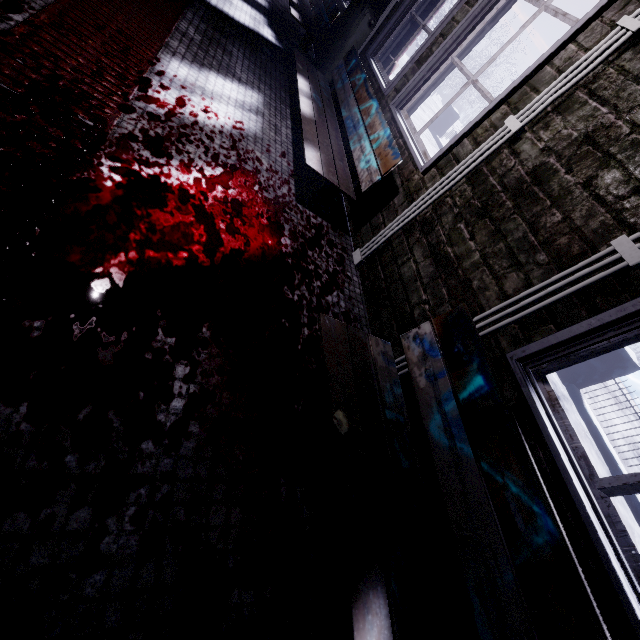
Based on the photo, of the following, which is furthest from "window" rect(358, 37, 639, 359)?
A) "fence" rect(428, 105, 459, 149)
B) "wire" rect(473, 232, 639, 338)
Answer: "fence" rect(428, 105, 459, 149)

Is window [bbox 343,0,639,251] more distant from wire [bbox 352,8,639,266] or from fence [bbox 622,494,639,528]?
fence [bbox 622,494,639,528]

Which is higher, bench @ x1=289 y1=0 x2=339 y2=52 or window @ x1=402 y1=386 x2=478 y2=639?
A: bench @ x1=289 y1=0 x2=339 y2=52

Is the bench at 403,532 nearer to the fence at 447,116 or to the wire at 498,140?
the wire at 498,140

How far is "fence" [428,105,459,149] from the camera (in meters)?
10.56

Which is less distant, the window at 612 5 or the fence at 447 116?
the window at 612 5

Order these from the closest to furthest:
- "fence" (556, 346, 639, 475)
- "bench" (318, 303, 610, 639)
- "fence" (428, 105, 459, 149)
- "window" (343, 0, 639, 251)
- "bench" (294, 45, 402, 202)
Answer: "bench" (318, 303, 610, 639)
"window" (343, 0, 639, 251)
"bench" (294, 45, 402, 202)
"fence" (556, 346, 639, 475)
"fence" (428, 105, 459, 149)

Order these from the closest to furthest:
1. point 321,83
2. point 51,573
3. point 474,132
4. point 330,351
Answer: point 51,573 < point 330,351 < point 474,132 < point 321,83
